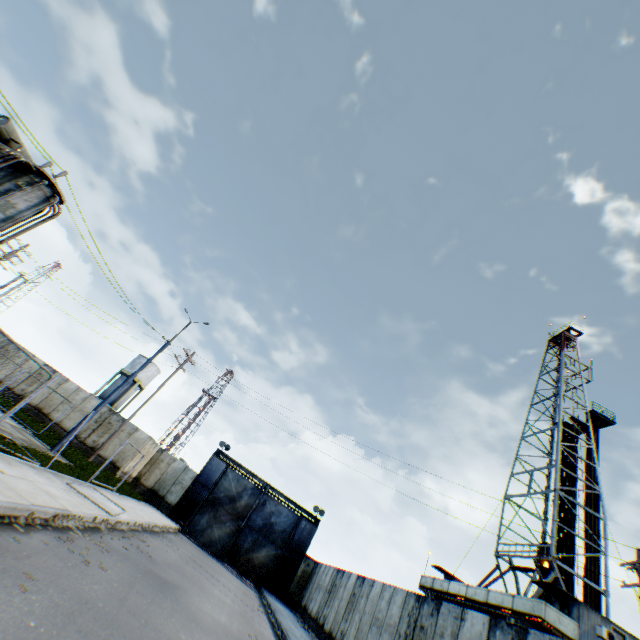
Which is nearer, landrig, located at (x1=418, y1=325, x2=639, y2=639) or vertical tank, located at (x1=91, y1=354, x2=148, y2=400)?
landrig, located at (x1=418, y1=325, x2=639, y2=639)

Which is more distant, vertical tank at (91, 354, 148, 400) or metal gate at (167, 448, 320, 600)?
vertical tank at (91, 354, 148, 400)

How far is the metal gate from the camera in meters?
25.2

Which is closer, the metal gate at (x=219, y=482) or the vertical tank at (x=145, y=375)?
the metal gate at (x=219, y=482)

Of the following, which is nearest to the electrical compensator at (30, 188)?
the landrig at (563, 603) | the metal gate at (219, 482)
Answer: the metal gate at (219, 482)

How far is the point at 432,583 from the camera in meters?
25.3 m

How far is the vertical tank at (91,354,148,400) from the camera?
43.0 meters

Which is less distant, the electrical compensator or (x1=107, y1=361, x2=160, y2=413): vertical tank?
the electrical compensator
